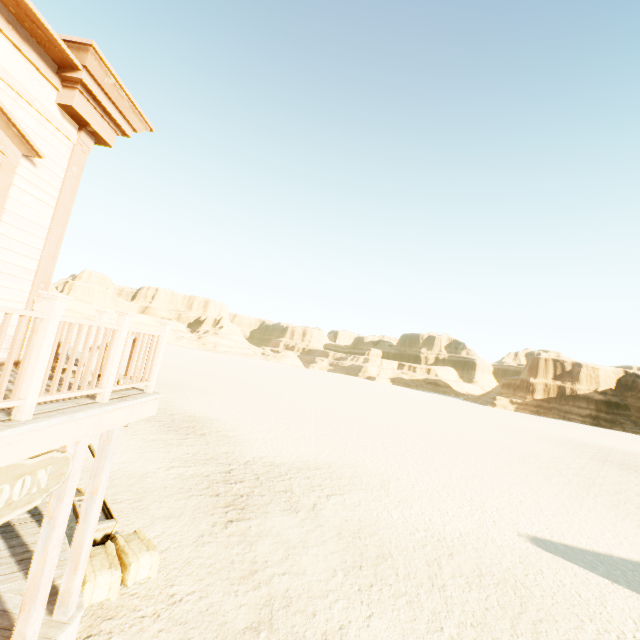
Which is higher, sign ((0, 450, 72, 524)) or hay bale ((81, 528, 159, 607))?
sign ((0, 450, 72, 524))

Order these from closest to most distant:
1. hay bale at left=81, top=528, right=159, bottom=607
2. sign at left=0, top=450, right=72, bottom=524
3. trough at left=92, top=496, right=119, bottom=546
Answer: sign at left=0, top=450, right=72, bottom=524, hay bale at left=81, top=528, right=159, bottom=607, trough at left=92, top=496, right=119, bottom=546

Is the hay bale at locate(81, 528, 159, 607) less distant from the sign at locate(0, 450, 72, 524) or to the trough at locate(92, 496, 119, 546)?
the trough at locate(92, 496, 119, 546)

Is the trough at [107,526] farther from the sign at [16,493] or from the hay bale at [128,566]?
the sign at [16,493]

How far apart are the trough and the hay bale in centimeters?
22cm

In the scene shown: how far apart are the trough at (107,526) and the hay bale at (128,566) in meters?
0.2

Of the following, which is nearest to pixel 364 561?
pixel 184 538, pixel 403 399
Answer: pixel 184 538

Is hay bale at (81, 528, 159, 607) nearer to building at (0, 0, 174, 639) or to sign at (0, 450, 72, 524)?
building at (0, 0, 174, 639)
